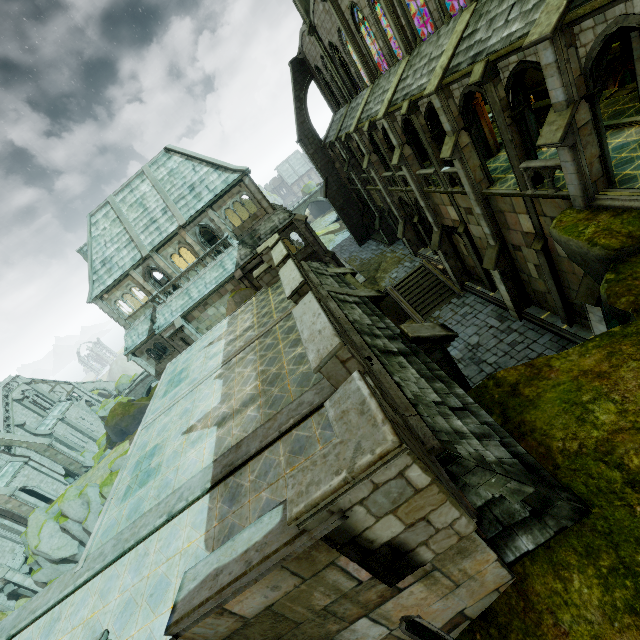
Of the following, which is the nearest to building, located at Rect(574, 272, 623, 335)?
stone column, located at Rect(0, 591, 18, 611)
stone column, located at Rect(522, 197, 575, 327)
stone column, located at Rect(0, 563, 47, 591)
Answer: stone column, located at Rect(522, 197, 575, 327)

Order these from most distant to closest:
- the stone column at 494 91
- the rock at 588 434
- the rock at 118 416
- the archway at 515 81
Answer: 1. the rock at 118 416
2. the stone column at 494 91
3. the archway at 515 81
4. the rock at 588 434

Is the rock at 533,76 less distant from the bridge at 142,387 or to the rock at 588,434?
the rock at 588,434

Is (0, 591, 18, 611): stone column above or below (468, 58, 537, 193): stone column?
below

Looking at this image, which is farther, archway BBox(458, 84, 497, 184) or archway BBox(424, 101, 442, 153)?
archway BBox(424, 101, 442, 153)

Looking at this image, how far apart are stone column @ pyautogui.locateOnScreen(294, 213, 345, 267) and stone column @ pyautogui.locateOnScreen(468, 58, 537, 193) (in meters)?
18.03

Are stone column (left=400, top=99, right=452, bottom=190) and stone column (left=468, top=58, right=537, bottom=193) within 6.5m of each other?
yes

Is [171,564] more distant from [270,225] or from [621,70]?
[621,70]
